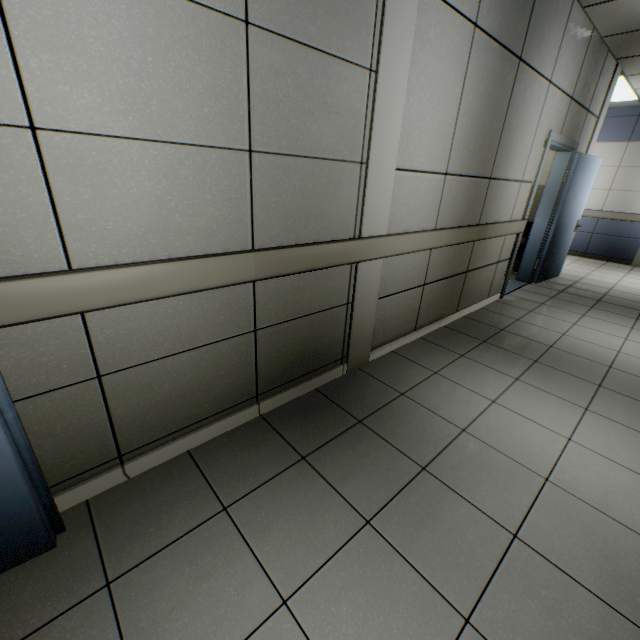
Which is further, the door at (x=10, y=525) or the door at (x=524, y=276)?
the door at (x=524, y=276)

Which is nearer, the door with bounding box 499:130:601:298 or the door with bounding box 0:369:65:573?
the door with bounding box 0:369:65:573

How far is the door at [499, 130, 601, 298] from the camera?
4.49m

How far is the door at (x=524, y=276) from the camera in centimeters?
449cm

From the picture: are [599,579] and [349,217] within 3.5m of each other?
yes
